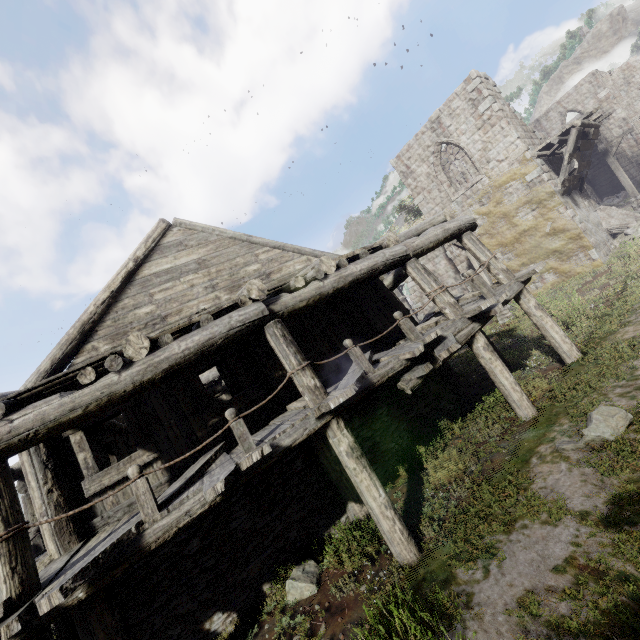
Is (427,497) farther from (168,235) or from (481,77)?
(481,77)

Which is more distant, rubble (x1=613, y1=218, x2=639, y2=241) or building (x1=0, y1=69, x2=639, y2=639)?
rubble (x1=613, y1=218, x2=639, y2=241)

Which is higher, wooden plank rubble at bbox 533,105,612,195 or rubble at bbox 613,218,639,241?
wooden plank rubble at bbox 533,105,612,195

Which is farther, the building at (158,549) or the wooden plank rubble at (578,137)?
the wooden plank rubble at (578,137)

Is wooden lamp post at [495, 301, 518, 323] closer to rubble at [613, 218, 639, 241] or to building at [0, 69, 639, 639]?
building at [0, 69, 639, 639]

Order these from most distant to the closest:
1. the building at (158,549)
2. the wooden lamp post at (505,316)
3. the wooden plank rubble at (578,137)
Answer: the wooden lamp post at (505,316) → the wooden plank rubble at (578,137) → the building at (158,549)

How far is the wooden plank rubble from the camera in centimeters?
1442cm

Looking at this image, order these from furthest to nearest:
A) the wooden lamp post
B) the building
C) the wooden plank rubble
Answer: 1. the wooden lamp post
2. the wooden plank rubble
3. the building
